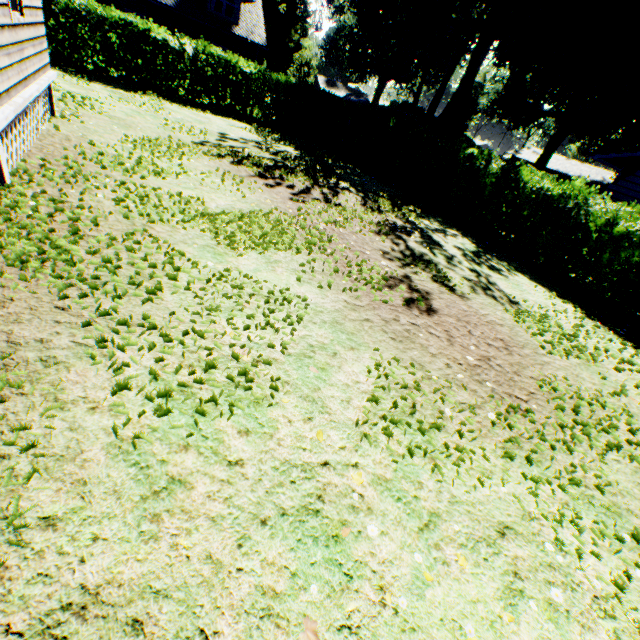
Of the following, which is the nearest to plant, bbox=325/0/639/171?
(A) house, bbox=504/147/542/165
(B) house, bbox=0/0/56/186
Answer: (A) house, bbox=504/147/542/165

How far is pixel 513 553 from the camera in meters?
2.5

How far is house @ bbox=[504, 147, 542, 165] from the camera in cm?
5400

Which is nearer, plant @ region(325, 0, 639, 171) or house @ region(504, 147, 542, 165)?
plant @ region(325, 0, 639, 171)

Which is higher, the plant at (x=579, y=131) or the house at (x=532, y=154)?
the plant at (x=579, y=131)

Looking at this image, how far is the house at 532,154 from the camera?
54.00m

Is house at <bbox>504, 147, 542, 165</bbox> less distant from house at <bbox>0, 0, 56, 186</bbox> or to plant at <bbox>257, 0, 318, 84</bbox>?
plant at <bbox>257, 0, 318, 84</bbox>
